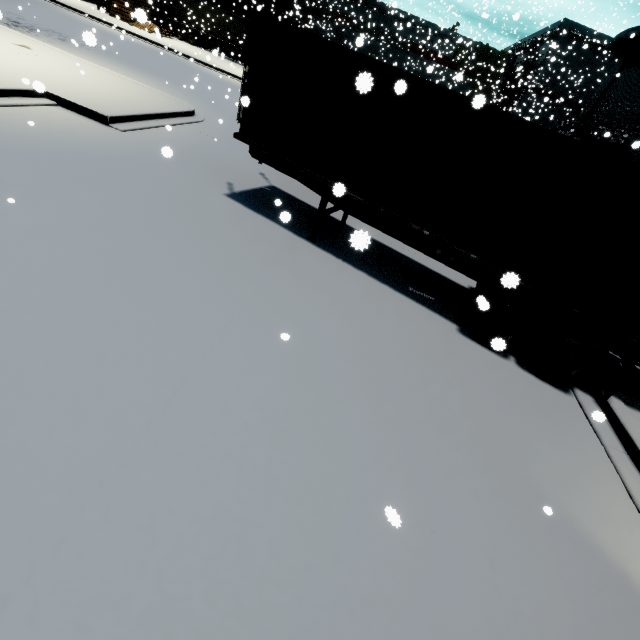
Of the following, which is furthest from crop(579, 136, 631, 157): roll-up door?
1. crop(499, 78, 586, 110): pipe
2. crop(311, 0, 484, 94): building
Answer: crop(499, 78, 586, 110): pipe

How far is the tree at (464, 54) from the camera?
27.0m

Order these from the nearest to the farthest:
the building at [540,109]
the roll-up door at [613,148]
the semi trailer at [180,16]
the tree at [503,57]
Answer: the roll-up door at [613,148] < the building at [540,109] < the semi trailer at [180,16] < the tree at [503,57]

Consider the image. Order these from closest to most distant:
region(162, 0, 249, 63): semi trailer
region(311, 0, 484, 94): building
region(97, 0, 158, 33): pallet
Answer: region(97, 0, 158, 33): pallet < region(162, 0, 249, 63): semi trailer < region(311, 0, 484, 94): building

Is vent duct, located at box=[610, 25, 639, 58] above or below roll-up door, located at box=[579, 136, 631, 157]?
above

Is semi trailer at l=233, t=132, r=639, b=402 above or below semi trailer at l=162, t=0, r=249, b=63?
below

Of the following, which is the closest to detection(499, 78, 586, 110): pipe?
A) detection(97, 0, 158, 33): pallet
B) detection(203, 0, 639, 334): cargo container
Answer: detection(203, 0, 639, 334): cargo container

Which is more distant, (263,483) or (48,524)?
(263,483)
